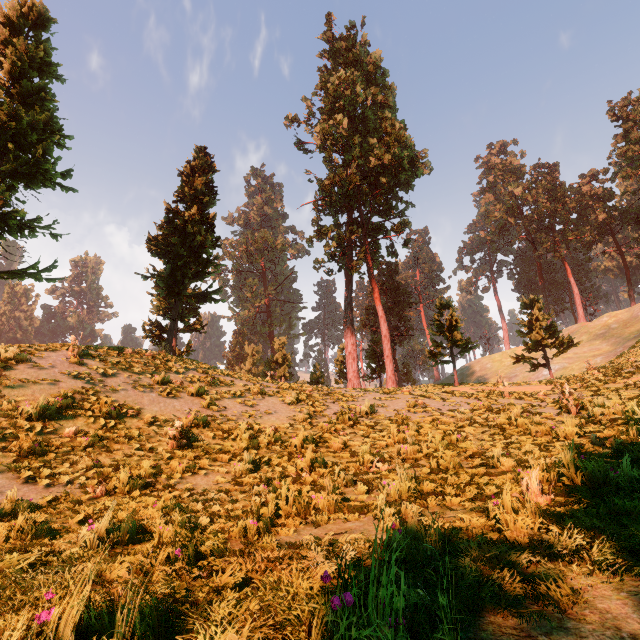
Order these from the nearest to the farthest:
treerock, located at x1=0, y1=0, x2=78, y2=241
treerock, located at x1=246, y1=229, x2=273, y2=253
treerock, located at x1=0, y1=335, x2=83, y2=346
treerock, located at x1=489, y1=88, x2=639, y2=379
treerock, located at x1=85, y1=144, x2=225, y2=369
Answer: treerock, located at x1=0, y1=335, x2=83, y2=346 < treerock, located at x1=0, y1=0, x2=78, y2=241 < treerock, located at x1=85, y1=144, x2=225, y2=369 < treerock, located at x1=489, y1=88, x2=639, y2=379 < treerock, located at x1=246, y1=229, x2=273, y2=253

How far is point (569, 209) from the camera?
56.03m

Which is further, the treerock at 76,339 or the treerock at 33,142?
the treerock at 33,142

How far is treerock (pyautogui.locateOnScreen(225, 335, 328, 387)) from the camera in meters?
18.3

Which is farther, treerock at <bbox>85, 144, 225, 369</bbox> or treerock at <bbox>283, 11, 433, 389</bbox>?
treerock at <bbox>283, 11, 433, 389</bbox>

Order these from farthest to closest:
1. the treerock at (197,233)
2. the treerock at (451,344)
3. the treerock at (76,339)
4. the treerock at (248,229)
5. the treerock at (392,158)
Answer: the treerock at (248,229)
the treerock at (392,158)
the treerock at (451,344)
the treerock at (197,233)
the treerock at (76,339)
